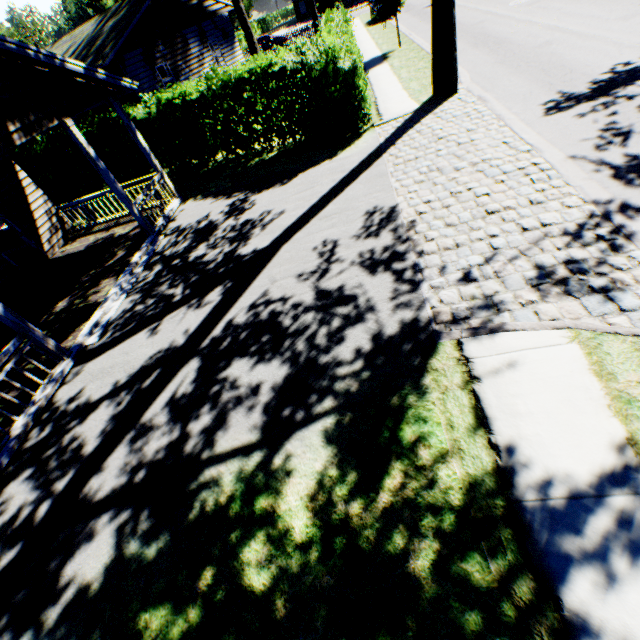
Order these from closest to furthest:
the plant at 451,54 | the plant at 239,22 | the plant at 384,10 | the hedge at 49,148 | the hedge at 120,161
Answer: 1. the plant at 451,54
2. the hedge at 120,161
3. the hedge at 49,148
4. the plant at 384,10
5. the plant at 239,22

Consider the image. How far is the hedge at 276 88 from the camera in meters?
10.3 m

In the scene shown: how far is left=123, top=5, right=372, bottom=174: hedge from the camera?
10.31m

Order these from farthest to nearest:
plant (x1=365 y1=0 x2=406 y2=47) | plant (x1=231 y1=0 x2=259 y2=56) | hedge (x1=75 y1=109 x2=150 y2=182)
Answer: plant (x1=231 y1=0 x2=259 y2=56) → plant (x1=365 y1=0 x2=406 y2=47) → hedge (x1=75 y1=109 x2=150 y2=182)

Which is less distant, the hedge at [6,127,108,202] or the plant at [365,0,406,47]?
the hedge at [6,127,108,202]

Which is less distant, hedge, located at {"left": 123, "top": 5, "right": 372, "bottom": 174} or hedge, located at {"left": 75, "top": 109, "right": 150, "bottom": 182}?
hedge, located at {"left": 123, "top": 5, "right": 372, "bottom": 174}

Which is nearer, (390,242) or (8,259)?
(390,242)
